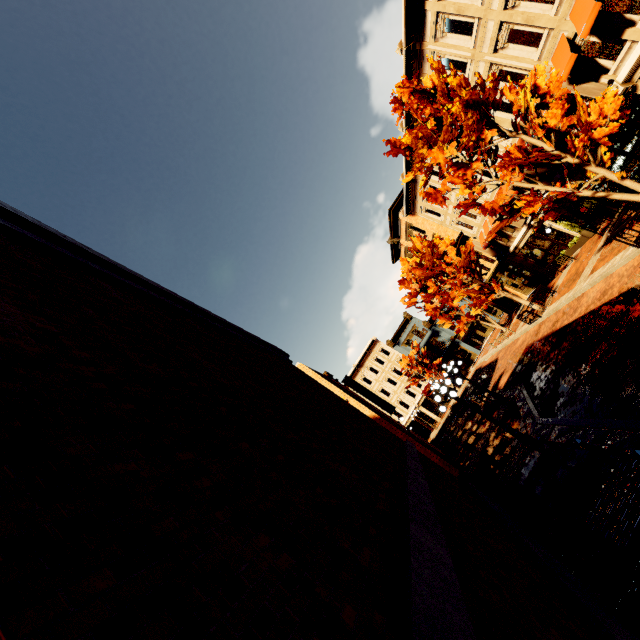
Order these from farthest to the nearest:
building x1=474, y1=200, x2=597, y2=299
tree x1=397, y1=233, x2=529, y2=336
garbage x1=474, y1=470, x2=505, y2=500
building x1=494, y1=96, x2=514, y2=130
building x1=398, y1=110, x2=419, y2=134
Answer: tree x1=397, y1=233, x2=529, y2=336 < building x1=474, y1=200, x2=597, y2=299 < building x1=398, y1=110, x2=419, y2=134 < building x1=494, y1=96, x2=514, y2=130 < garbage x1=474, y1=470, x2=505, y2=500

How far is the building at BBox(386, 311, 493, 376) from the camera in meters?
43.7

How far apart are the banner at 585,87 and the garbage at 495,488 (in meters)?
15.89

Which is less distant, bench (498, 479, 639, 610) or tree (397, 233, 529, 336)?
bench (498, 479, 639, 610)

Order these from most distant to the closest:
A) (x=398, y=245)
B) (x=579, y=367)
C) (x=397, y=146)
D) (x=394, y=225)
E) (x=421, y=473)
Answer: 1. (x=398, y=245)
2. (x=394, y=225)
3. (x=397, y=146)
4. (x=579, y=367)
5. (x=421, y=473)

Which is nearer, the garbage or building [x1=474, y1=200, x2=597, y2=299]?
the garbage

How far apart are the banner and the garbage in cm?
1589

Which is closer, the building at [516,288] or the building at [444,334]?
the building at [516,288]
